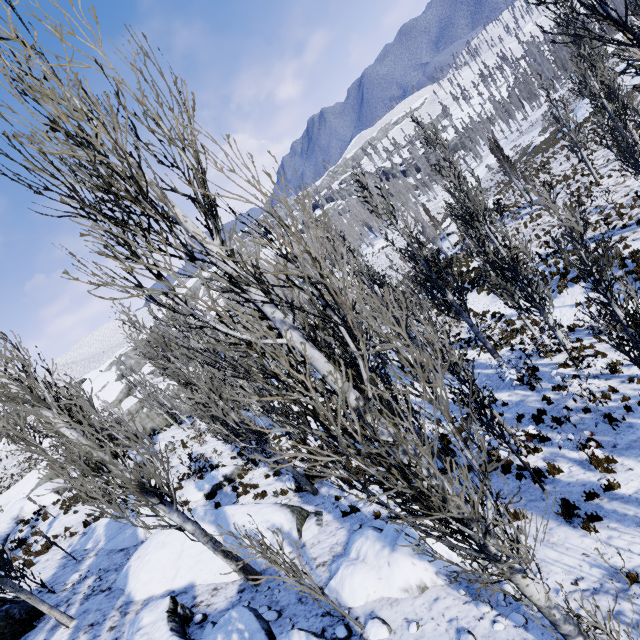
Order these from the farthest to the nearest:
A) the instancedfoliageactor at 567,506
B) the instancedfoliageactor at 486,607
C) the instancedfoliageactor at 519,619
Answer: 1. the instancedfoliageactor at 567,506
2. the instancedfoliageactor at 519,619
3. the instancedfoliageactor at 486,607

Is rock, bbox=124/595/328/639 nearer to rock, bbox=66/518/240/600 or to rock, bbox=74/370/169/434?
rock, bbox=66/518/240/600

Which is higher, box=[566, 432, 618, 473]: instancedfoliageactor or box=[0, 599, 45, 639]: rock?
box=[0, 599, 45, 639]: rock

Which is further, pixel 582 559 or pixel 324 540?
pixel 324 540

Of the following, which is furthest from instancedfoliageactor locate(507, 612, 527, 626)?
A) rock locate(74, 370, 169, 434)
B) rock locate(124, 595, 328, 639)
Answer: rock locate(74, 370, 169, 434)

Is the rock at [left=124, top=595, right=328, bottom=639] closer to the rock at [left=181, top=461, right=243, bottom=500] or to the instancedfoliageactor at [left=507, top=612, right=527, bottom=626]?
the instancedfoliageactor at [left=507, top=612, right=527, bottom=626]

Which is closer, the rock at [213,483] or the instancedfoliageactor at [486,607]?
the instancedfoliageactor at [486,607]

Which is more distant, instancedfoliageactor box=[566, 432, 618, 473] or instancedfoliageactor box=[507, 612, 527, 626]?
instancedfoliageactor box=[566, 432, 618, 473]
